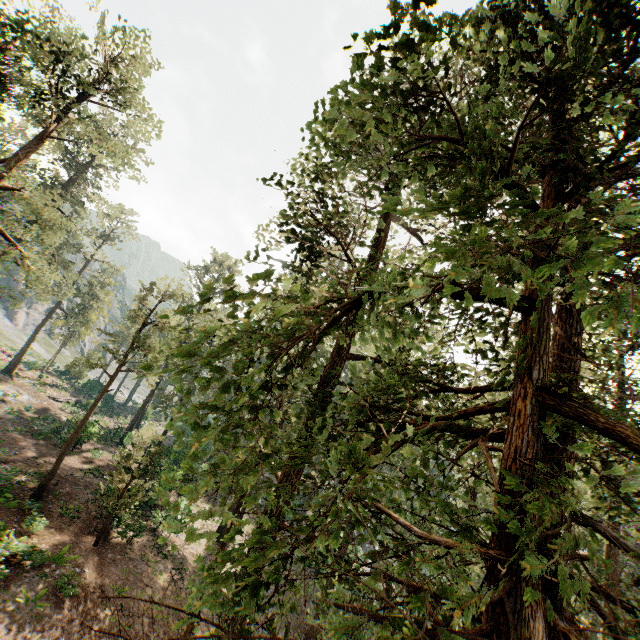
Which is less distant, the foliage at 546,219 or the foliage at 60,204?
the foliage at 546,219

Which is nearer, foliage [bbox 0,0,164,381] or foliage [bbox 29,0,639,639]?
foliage [bbox 29,0,639,639]

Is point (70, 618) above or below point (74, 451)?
below
